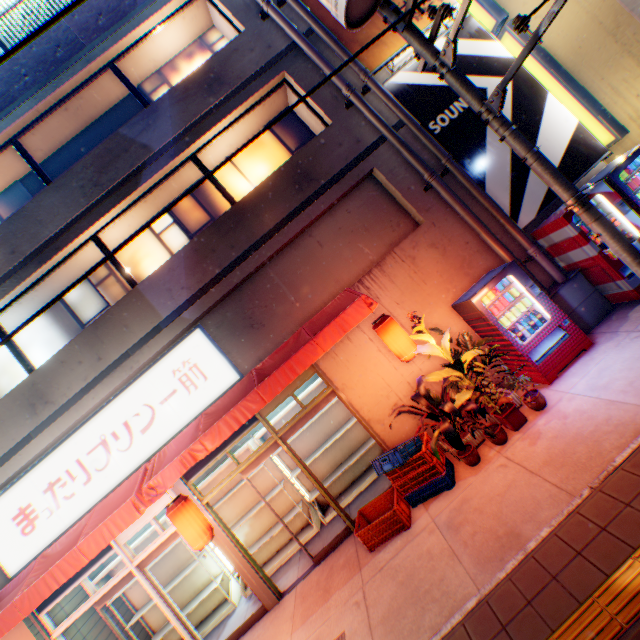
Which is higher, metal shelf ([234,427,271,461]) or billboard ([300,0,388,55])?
billboard ([300,0,388,55])

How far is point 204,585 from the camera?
7.99m

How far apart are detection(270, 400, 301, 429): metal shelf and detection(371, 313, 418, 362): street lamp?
2.3 meters

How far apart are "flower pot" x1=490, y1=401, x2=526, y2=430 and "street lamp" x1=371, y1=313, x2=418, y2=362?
1.6 meters

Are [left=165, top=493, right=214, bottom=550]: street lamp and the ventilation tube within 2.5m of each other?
no

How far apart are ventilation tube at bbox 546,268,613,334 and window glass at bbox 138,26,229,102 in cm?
889

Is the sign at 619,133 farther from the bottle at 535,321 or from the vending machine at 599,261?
the bottle at 535,321

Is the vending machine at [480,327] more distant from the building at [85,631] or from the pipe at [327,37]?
the pipe at [327,37]
